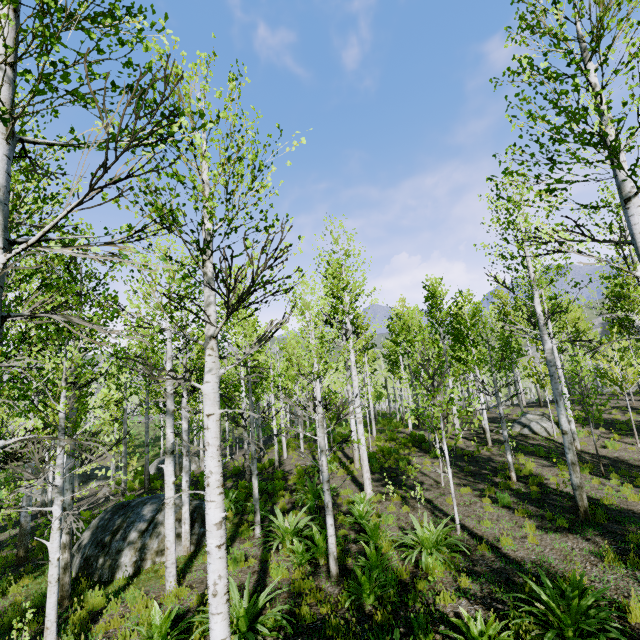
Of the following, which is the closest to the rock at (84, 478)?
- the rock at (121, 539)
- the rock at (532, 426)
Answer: the rock at (121, 539)

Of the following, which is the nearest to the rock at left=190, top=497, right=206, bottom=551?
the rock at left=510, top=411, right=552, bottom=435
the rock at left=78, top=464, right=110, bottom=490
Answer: the rock at left=510, top=411, right=552, bottom=435

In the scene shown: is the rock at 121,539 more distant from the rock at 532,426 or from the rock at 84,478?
the rock at 84,478

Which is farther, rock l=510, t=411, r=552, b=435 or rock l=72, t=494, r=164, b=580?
rock l=510, t=411, r=552, b=435

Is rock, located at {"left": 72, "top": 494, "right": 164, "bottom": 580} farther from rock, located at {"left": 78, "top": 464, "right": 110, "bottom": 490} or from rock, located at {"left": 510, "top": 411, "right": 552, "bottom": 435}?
rock, located at {"left": 78, "top": 464, "right": 110, "bottom": 490}

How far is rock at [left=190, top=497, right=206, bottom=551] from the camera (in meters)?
9.35

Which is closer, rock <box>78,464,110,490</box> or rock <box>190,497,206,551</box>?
rock <box>190,497,206,551</box>

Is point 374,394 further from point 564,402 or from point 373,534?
point 373,534
